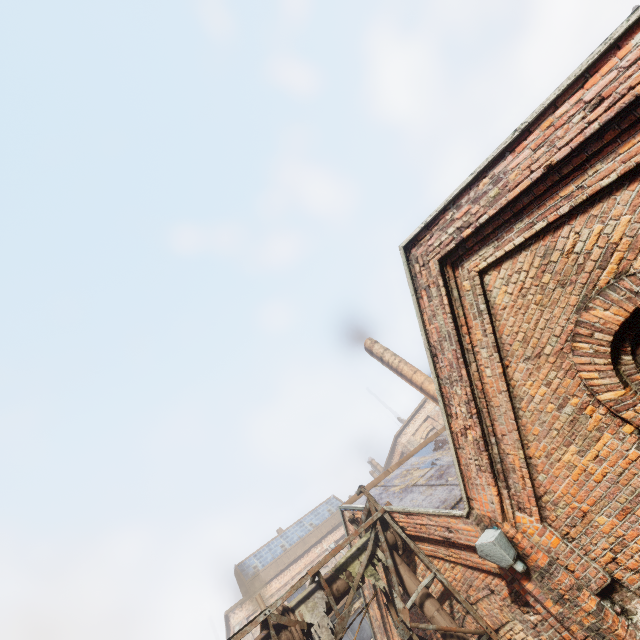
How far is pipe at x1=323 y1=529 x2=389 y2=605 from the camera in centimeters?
580cm

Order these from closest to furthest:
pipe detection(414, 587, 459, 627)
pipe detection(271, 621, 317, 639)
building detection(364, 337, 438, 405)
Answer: pipe detection(271, 621, 317, 639) → pipe detection(414, 587, 459, 627) → building detection(364, 337, 438, 405)

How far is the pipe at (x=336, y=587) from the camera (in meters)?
5.80

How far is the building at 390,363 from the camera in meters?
13.6 m

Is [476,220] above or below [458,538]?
above

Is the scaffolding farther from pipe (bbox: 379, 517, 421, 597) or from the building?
the building
